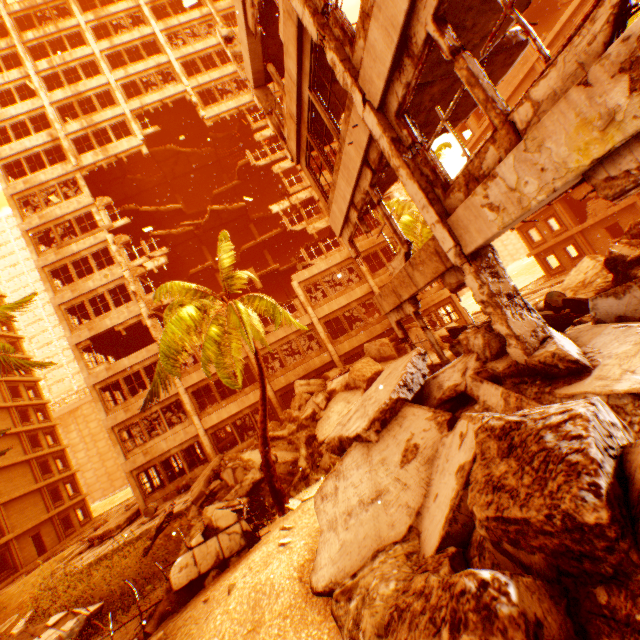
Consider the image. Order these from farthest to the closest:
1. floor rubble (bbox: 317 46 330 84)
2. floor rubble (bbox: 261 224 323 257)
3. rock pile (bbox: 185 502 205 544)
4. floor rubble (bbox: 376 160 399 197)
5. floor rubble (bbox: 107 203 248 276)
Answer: floor rubble (bbox: 261 224 323 257), floor rubble (bbox: 107 203 248 276), rock pile (bbox: 185 502 205 544), floor rubble (bbox: 376 160 399 197), floor rubble (bbox: 317 46 330 84)

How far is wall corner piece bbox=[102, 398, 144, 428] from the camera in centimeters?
2045cm

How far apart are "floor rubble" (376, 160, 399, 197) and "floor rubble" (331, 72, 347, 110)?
2.5m

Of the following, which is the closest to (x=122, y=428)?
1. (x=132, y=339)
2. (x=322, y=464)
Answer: (x=132, y=339)

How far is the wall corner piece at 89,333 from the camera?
21.25m

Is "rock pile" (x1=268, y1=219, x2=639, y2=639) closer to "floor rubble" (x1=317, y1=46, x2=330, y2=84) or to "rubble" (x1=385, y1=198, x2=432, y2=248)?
"rubble" (x1=385, y1=198, x2=432, y2=248)

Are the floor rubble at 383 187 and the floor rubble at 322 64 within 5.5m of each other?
yes
